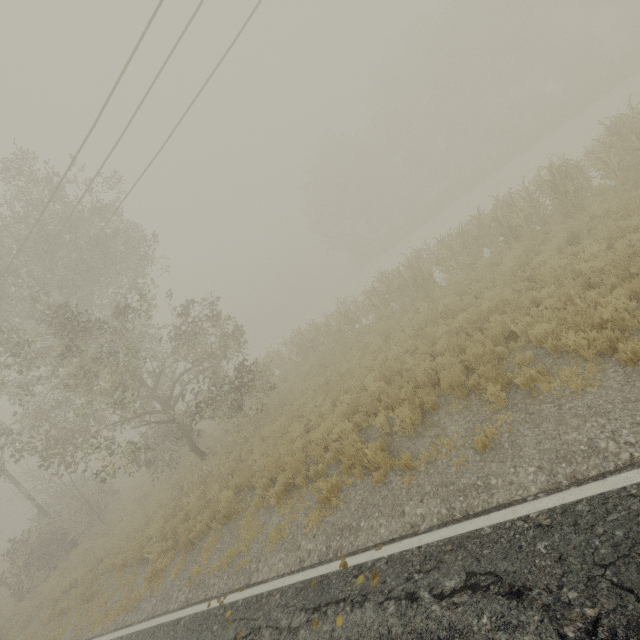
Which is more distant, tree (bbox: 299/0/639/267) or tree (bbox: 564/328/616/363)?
tree (bbox: 299/0/639/267)

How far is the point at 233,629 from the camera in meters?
5.7 m

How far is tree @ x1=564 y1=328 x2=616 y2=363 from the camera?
5.32m

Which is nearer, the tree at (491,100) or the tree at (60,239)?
the tree at (60,239)

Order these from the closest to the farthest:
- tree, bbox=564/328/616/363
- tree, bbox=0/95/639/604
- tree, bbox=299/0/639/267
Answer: tree, bbox=564/328/616/363 → tree, bbox=0/95/639/604 → tree, bbox=299/0/639/267

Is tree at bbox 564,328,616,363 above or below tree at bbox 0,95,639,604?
below
